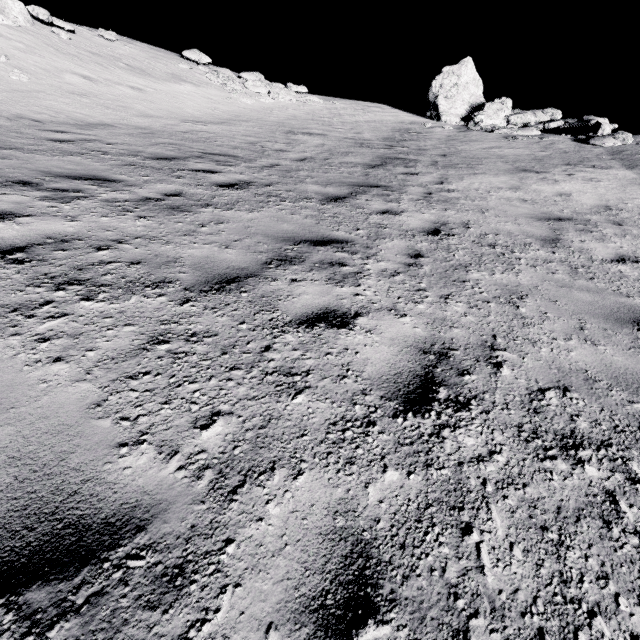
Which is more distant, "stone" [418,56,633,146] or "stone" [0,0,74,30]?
"stone" [418,56,633,146]

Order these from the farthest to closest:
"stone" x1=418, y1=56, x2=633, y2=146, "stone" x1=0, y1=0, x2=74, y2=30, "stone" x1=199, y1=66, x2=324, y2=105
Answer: "stone" x1=199, y1=66, x2=324, y2=105
"stone" x1=418, y1=56, x2=633, y2=146
"stone" x1=0, y1=0, x2=74, y2=30

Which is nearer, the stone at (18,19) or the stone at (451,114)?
the stone at (18,19)

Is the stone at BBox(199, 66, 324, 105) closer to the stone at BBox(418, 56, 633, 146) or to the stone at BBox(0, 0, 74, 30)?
the stone at BBox(0, 0, 74, 30)

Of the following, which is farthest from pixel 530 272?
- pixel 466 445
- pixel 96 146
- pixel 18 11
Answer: pixel 18 11

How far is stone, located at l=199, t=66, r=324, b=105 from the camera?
17.0m

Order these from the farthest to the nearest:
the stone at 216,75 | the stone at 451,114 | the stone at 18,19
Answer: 1. the stone at 216,75
2. the stone at 451,114
3. the stone at 18,19
